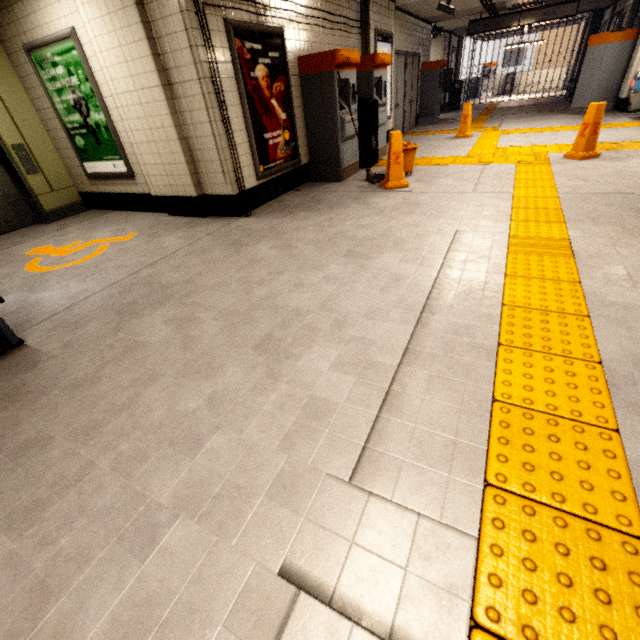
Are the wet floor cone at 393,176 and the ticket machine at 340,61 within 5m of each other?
yes

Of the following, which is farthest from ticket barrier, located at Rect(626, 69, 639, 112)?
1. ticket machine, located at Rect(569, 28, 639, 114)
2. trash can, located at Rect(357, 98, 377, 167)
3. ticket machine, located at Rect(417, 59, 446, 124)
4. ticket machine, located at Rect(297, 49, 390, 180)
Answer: ticket machine, located at Rect(297, 49, 390, 180)

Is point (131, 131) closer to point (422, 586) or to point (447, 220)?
point (447, 220)

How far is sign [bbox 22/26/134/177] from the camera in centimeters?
433cm

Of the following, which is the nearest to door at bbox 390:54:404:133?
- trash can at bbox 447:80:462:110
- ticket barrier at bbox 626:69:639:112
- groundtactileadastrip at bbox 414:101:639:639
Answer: groundtactileadastrip at bbox 414:101:639:639

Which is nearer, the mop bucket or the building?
the building

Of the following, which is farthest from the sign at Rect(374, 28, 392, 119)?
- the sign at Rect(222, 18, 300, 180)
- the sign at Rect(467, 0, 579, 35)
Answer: the sign at Rect(467, 0, 579, 35)

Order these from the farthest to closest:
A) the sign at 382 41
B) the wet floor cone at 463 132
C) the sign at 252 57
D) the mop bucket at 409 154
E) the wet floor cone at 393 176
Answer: the wet floor cone at 463 132
the sign at 382 41
the mop bucket at 409 154
the wet floor cone at 393 176
the sign at 252 57
